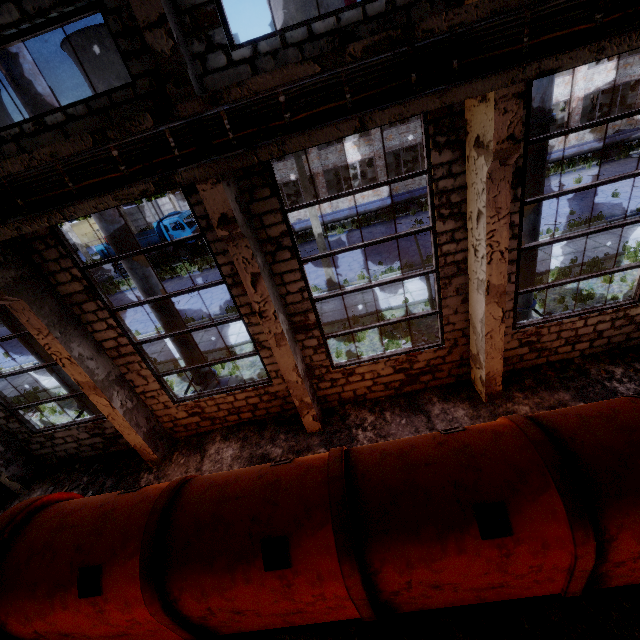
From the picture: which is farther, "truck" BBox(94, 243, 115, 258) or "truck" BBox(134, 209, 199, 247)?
"truck" BBox(94, 243, 115, 258)

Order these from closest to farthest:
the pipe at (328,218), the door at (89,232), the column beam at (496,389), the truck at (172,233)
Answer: the column beam at (496,389), the pipe at (328,218), the truck at (172,233), the door at (89,232)

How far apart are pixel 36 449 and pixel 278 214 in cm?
1040

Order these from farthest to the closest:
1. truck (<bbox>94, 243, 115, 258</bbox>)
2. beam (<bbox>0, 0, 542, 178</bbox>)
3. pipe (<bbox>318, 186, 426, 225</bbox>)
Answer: truck (<bbox>94, 243, 115, 258</bbox>) < pipe (<bbox>318, 186, 426, 225</bbox>) < beam (<bbox>0, 0, 542, 178</bbox>)

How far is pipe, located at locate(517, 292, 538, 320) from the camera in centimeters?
843cm

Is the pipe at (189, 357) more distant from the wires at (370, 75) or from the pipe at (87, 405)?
the wires at (370, 75)

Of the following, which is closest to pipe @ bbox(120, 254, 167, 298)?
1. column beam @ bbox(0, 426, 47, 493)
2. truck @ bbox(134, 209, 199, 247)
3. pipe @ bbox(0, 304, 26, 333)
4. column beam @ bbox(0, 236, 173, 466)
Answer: pipe @ bbox(0, 304, 26, 333)

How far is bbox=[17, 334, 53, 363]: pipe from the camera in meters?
8.8
